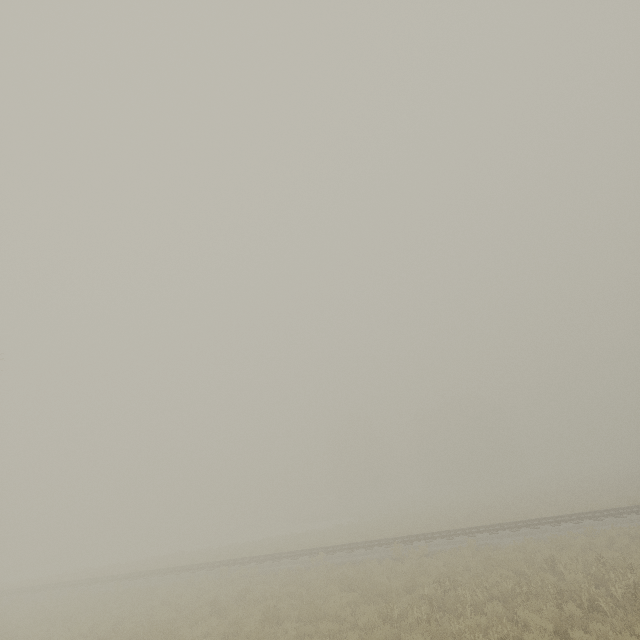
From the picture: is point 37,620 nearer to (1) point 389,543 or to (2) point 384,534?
(1) point 389,543
